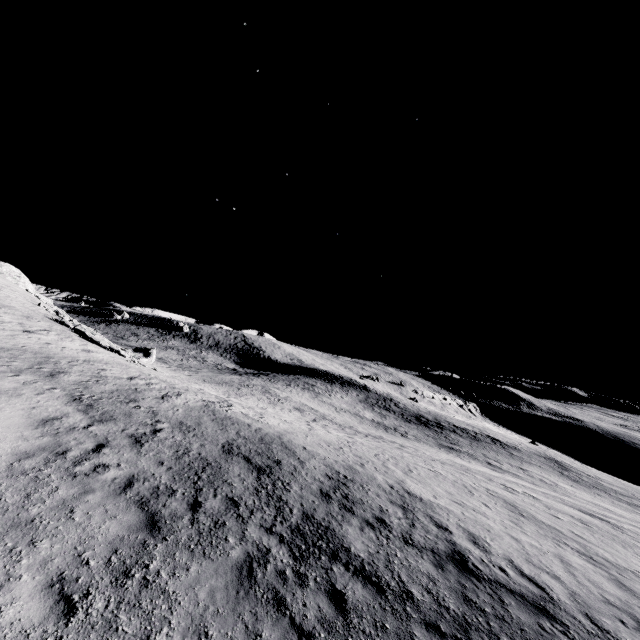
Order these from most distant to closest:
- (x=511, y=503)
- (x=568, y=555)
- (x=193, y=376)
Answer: (x=193, y=376) → (x=511, y=503) → (x=568, y=555)
